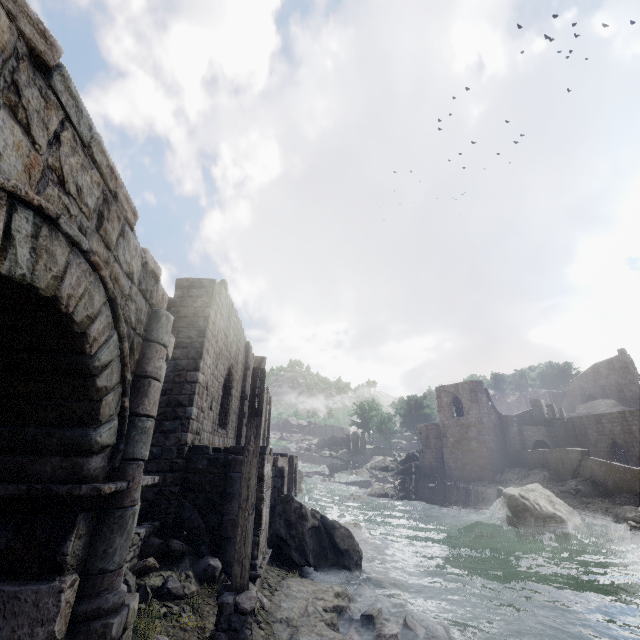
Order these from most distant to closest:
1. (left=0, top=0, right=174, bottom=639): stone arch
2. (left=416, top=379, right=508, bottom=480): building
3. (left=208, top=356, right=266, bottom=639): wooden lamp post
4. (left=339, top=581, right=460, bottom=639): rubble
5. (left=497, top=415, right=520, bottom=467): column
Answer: (left=497, top=415, right=520, bottom=467): column, (left=416, top=379, right=508, bottom=480): building, (left=339, top=581, right=460, bottom=639): rubble, (left=208, top=356, right=266, bottom=639): wooden lamp post, (left=0, top=0, right=174, bottom=639): stone arch

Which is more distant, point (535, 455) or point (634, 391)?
point (634, 391)

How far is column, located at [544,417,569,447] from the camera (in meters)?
39.28

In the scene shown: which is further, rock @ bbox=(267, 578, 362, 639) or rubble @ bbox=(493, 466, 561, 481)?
rubble @ bbox=(493, 466, 561, 481)

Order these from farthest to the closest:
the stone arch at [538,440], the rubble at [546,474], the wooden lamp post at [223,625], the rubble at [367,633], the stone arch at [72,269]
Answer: the stone arch at [538,440]
the rubble at [546,474]
the rubble at [367,633]
the wooden lamp post at [223,625]
the stone arch at [72,269]

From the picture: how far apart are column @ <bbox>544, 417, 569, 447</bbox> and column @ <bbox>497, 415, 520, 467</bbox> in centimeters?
470cm

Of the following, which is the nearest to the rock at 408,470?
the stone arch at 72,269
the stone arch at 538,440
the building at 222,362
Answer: the building at 222,362

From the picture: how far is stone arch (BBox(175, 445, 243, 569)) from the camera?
8.3 meters
